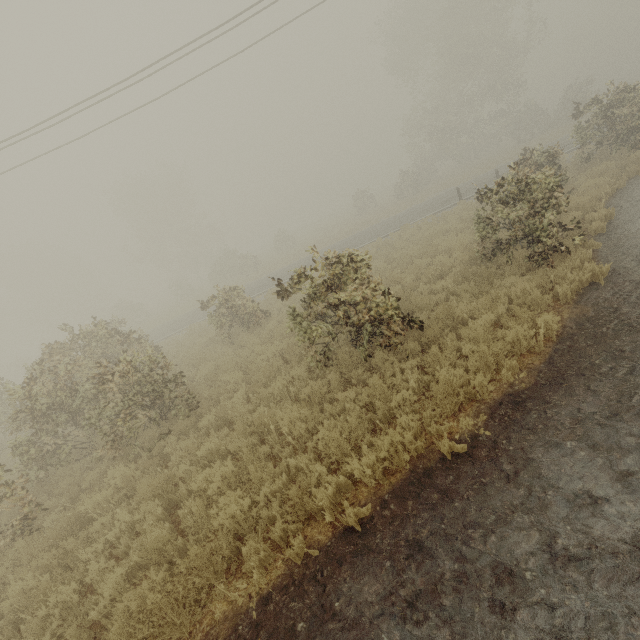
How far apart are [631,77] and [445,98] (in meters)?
44.22
